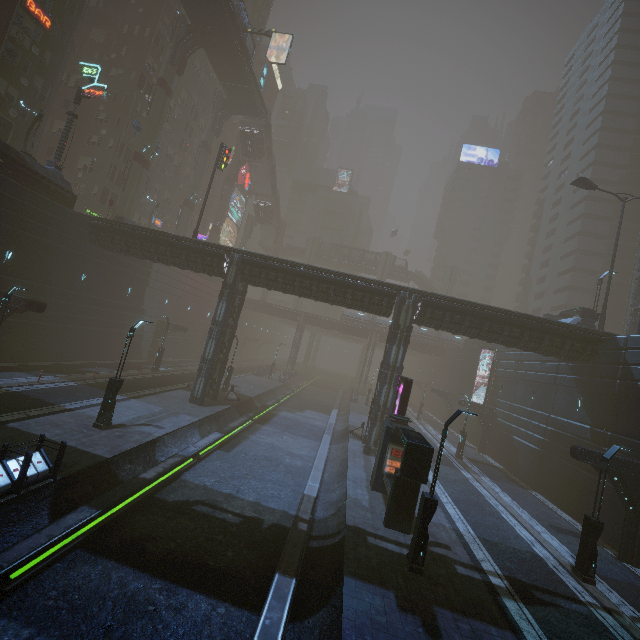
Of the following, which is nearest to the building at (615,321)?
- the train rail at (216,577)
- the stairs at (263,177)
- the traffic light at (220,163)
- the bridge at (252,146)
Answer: the train rail at (216,577)

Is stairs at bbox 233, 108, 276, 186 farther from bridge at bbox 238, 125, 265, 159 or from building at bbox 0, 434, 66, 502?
building at bbox 0, 434, 66, 502

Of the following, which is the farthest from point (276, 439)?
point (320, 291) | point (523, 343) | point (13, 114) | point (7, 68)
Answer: point (7, 68)

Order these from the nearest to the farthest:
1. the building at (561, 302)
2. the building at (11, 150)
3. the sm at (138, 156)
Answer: the building at (11, 150) → the sm at (138, 156) → the building at (561, 302)

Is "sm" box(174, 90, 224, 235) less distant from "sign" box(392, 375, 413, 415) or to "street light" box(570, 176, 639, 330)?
"sign" box(392, 375, 413, 415)

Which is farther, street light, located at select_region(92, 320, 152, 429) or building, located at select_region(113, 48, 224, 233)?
building, located at select_region(113, 48, 224, 233)

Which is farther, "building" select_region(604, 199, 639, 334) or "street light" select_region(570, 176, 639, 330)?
"building" select_region(604, 199, 639, 334)

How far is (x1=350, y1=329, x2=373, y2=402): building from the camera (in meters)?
46.56
